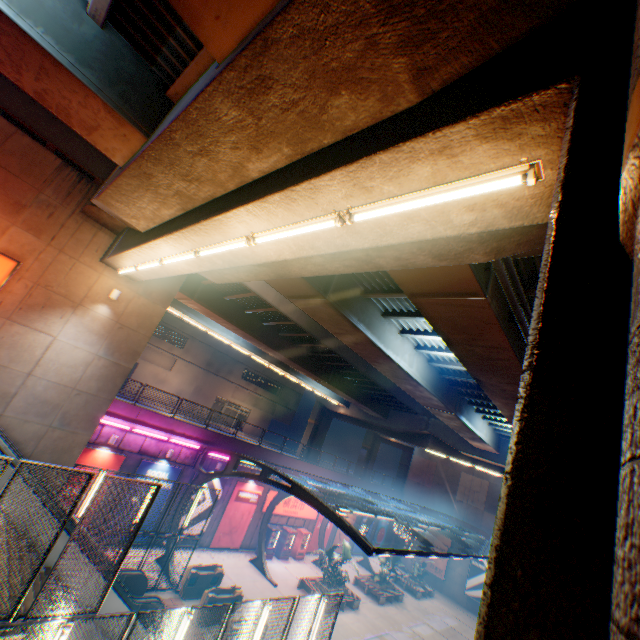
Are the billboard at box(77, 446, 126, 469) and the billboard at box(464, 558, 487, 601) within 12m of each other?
no

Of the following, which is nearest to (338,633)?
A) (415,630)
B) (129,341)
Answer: (415,630)

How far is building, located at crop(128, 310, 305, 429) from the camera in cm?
3872

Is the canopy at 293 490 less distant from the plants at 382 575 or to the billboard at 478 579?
the billboard at 478 579

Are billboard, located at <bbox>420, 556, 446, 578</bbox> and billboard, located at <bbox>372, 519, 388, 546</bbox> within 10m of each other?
yes

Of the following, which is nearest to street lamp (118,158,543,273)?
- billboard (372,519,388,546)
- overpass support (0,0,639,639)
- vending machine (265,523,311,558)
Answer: overpass support (0,0,639,639)

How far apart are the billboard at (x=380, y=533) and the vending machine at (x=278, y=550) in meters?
14.1

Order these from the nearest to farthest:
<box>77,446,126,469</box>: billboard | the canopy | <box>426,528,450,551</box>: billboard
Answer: the canopy
<box>77,446,126,469</box>: billboard
<box>426,528,450,551</box>: billboard
